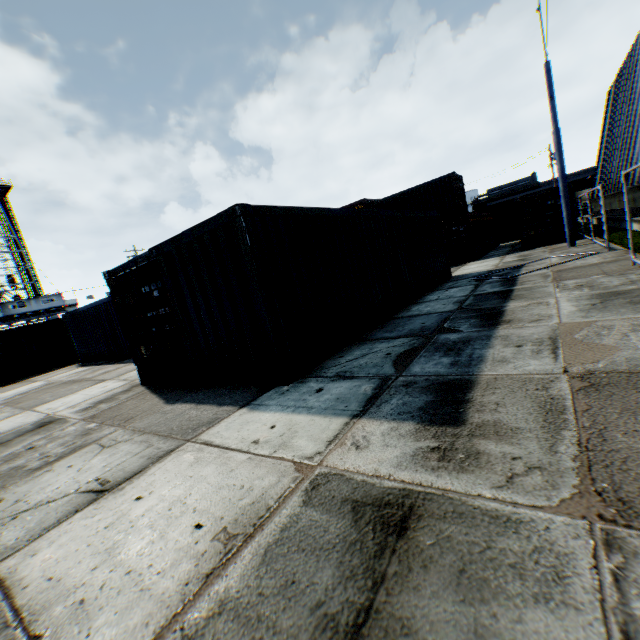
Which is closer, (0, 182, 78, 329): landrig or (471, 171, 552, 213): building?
(0, 182, 78, 329): landrig

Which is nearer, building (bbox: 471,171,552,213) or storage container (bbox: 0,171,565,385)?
storage container (bbox: 0,171,565,385)

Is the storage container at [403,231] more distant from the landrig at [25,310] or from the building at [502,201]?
the landrig at [25,310]

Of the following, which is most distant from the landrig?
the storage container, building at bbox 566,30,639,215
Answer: building at bbox 566,30,639,215

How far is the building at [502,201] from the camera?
51.50m

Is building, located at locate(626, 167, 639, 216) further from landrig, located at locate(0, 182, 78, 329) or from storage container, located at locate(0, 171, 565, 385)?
landrig, located at locate(0, 182, 78, 329)

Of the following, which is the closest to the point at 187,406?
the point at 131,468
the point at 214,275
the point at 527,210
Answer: the point at 131,468

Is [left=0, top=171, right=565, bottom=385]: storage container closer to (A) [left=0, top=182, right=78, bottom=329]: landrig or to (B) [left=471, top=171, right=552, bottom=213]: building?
(B) [left=471, top=171, right=552, bottom=213]: building
